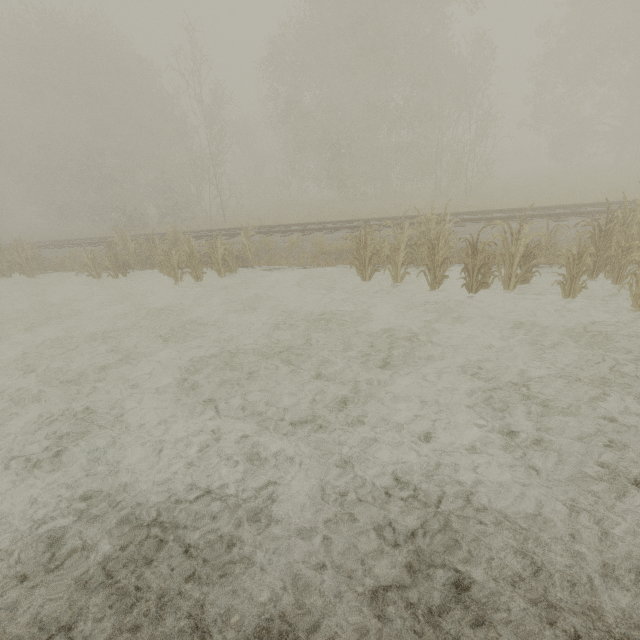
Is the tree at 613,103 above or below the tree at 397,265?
above

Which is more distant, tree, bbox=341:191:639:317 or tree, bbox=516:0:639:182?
tree, bbox=516:0:639:182

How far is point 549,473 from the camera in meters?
3.5

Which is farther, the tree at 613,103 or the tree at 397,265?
the tree at 613,103

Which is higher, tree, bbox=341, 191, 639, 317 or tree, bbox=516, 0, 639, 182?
tree, bbox=516, 0, 639, 182
